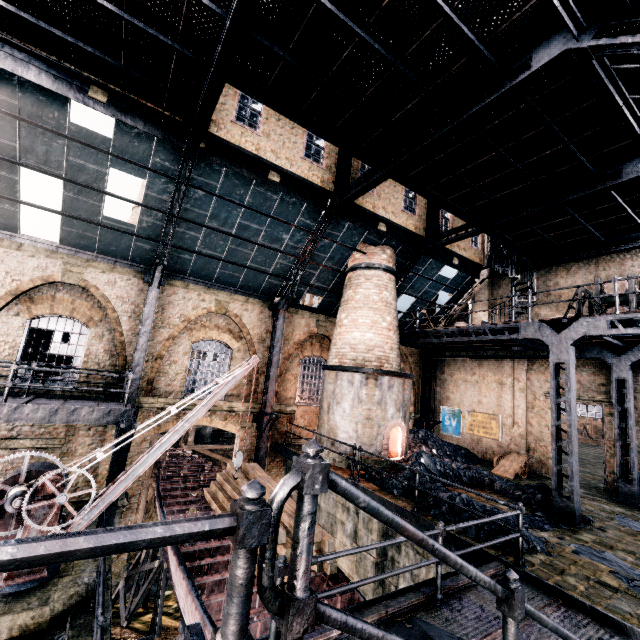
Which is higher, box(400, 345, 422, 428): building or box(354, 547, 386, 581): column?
box(400, 345, 422, 428): building

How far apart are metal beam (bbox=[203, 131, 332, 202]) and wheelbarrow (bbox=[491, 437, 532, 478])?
15.1m

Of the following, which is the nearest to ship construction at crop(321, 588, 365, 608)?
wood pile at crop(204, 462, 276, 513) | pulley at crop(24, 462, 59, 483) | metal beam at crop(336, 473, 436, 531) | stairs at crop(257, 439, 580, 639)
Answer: wood pile at crop(204, 462, 276, 513)

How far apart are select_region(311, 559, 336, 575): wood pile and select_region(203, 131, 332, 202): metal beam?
11.5m

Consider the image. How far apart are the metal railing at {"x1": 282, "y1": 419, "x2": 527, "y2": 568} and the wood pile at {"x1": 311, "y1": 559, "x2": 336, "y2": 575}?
2.5 meters

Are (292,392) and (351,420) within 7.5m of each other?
yes

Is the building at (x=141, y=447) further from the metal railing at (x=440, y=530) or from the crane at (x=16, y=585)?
the crane at (x=16, y=585)

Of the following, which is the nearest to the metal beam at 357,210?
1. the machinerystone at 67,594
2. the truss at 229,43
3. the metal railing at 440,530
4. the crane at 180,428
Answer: the truss at 229,43
